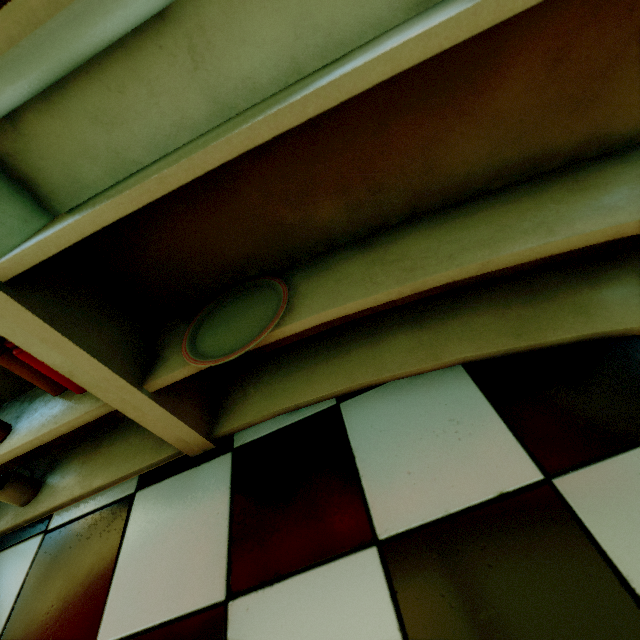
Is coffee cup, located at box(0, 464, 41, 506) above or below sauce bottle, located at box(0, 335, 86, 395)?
below

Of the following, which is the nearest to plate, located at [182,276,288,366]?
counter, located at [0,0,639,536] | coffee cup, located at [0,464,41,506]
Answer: counter, located at [0,0,639,536]

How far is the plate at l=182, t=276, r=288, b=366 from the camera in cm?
71

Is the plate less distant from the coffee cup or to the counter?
the counter

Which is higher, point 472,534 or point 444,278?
point 444,278

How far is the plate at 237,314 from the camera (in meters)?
0.71

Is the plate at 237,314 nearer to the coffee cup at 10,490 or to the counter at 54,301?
the counter at 54,301
